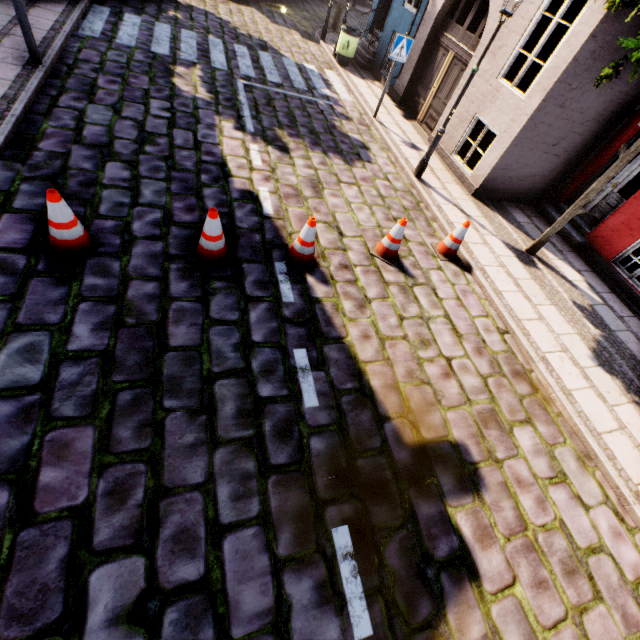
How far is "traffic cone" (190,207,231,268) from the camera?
4.1 meters

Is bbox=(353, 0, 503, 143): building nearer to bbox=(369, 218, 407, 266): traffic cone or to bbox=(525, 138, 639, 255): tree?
bbox=(525, 138, 639, 255): tree

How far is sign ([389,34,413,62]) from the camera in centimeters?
806cm

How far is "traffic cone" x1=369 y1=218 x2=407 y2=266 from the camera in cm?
534

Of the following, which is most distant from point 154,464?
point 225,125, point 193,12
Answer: point 193,12

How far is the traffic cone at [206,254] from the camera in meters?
4.1 m

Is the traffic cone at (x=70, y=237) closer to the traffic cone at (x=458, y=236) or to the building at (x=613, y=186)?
the traffic cone at (x=458, y=236)

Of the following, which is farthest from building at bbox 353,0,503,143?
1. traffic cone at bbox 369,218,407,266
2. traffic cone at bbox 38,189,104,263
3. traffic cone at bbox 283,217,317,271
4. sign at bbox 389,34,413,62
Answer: traffic cone at bbox 38,189,104,263
